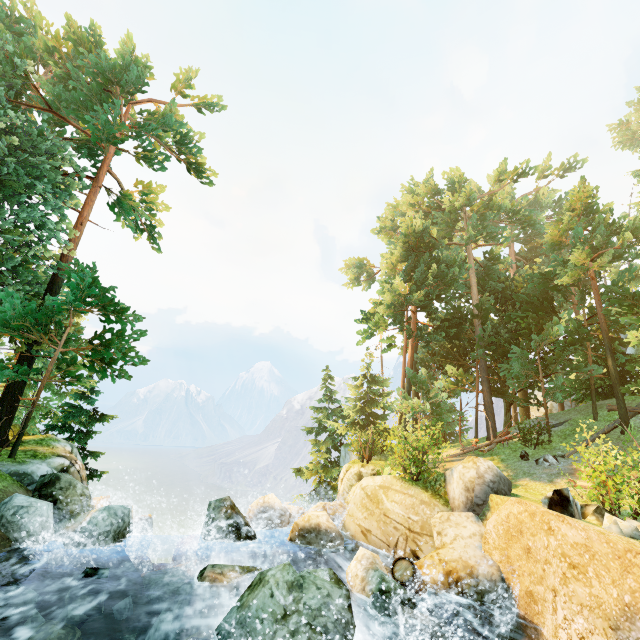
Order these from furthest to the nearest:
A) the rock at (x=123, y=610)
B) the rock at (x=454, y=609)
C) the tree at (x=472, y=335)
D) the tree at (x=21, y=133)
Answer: the tree at (x=472, y=335) < the tree at (x=21, y=133) < the rock at (x=123, y=610) < the rock at (x=454, y=609)

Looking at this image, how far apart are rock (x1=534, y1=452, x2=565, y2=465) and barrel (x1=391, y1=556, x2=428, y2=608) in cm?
1114

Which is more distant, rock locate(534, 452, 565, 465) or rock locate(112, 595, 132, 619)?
rock locate(534, 452, 565, 465)

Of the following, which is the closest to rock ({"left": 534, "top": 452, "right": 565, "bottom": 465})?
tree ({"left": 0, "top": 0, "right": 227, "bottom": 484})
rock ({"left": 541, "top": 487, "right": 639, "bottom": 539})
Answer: tree ({"left": 0, "top": 0, "right": 227, "bottom": 484})

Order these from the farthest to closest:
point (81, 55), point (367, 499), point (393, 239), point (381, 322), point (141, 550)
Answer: point (393, 239)
point (381, 322)
point (81, 55)
point (141, 550)
point (367, 499)

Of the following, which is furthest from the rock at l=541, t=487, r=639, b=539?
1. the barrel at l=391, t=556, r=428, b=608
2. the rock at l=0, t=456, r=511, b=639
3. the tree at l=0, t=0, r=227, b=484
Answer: the tree at l=0, t=0, r=227, b=484

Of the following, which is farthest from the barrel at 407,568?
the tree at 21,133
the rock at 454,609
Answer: the tree at 21,133
